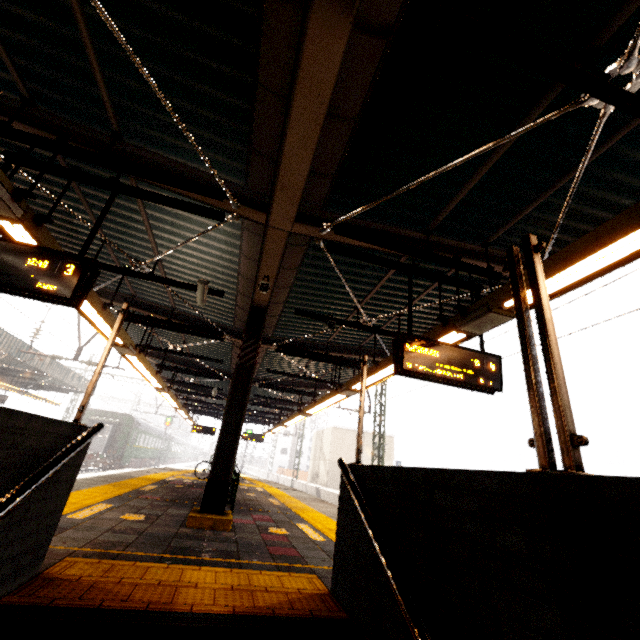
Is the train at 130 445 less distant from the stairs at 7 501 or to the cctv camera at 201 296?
the cctv camera at 201 296

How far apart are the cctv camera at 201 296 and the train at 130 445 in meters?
24.9

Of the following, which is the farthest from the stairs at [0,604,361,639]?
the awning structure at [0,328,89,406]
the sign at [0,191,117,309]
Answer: the awning structure at [0,328,89,406]

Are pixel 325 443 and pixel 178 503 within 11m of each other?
no

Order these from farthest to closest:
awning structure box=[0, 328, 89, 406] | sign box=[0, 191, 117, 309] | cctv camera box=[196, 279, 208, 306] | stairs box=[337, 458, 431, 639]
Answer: awning structure box=[0, 328, 89, 406] < cctv camera box=[196, 279, 208, 306] < sign box=[0, 191, 117, 309] < stairs box=[337, 458, 431, 639]

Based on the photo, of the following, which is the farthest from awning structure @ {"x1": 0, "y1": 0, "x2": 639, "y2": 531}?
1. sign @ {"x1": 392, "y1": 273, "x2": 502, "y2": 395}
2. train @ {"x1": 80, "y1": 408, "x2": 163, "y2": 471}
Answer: train @ {"x1": 80, "y1": 408, "x2": 163, "y2": 471}

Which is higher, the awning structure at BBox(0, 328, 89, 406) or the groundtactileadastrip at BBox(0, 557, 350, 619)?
the awning structure at BBox(0, 328, 89, 406)

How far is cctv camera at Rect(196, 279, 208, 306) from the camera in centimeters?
566cm
